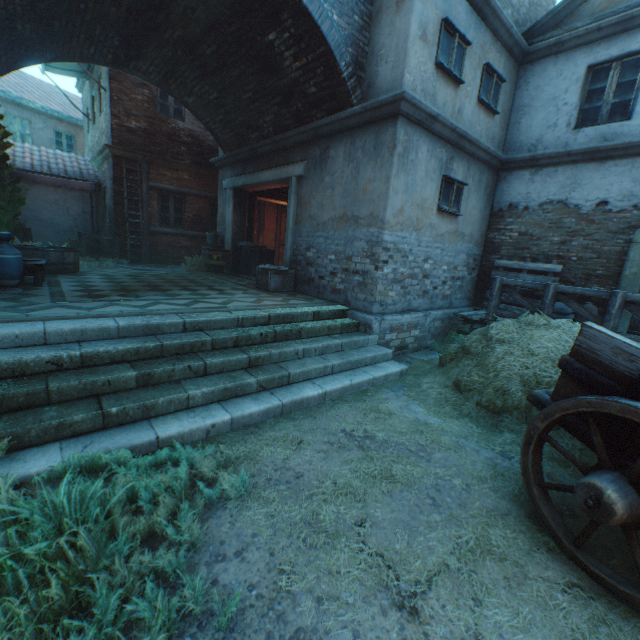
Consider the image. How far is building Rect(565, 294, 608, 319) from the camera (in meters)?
7.30

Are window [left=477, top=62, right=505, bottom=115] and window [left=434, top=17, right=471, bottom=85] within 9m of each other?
yes

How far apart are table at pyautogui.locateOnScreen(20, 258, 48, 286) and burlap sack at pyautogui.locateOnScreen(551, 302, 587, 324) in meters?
10.5

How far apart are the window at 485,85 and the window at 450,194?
1.8 meters

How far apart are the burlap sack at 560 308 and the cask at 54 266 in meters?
11.5 m

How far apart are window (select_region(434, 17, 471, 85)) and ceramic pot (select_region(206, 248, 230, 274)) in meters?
7.5

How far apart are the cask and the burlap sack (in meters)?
11.53

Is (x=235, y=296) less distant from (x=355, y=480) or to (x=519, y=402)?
(x=355, y=480)
